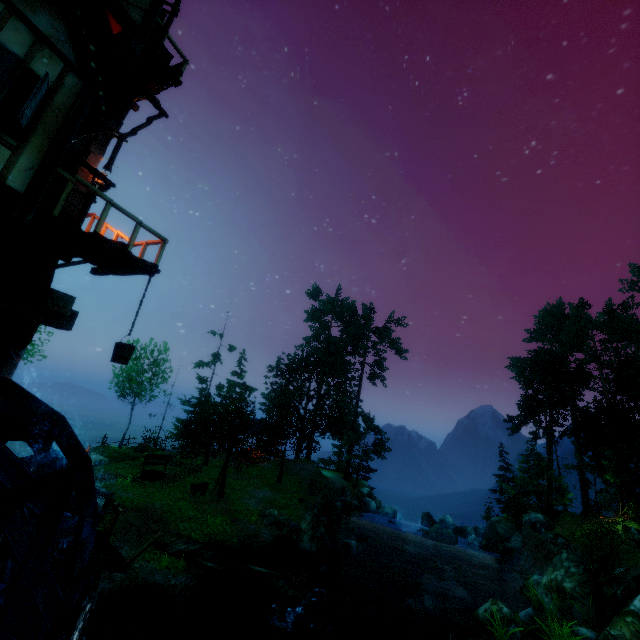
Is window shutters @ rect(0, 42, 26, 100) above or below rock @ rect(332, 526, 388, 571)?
above

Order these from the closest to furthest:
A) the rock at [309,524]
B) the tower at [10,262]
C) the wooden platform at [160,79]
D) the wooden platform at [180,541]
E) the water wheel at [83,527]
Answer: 1. the water wheel at [83,527]
2. the tower at [10,262]
3. the wooden platform at [160,79]
4. the wooden platform at [180,541]
5. the rock at [309,524]

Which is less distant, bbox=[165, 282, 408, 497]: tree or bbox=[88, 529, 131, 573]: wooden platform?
bbox=[88, 529, 131, 573]: wooden platform

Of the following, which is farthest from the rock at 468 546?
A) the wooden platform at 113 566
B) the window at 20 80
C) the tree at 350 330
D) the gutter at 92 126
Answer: the window at 20 80

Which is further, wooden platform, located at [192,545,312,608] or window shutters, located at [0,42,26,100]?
wooden platform, located at [192,545,312,608]

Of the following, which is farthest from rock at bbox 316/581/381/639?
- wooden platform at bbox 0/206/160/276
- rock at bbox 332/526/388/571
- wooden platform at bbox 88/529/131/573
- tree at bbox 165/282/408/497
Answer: wooden platform at bbox 0/206/160/276

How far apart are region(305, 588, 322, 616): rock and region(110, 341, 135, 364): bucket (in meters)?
13.32

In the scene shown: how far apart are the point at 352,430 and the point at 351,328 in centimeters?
1277cm
